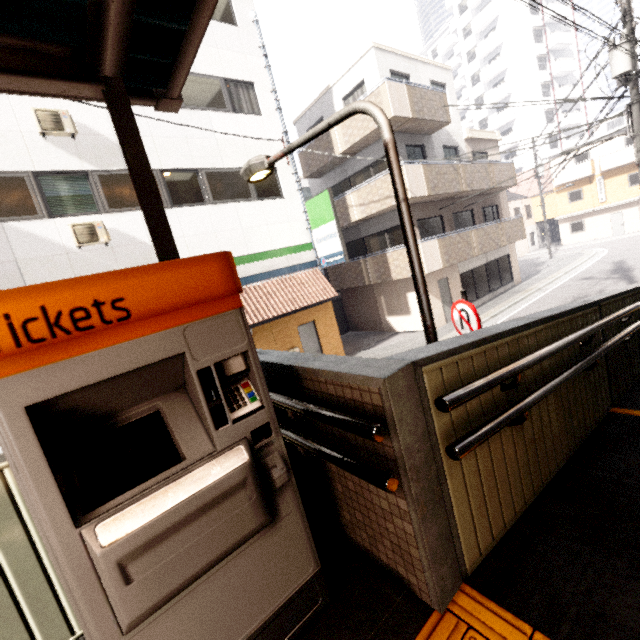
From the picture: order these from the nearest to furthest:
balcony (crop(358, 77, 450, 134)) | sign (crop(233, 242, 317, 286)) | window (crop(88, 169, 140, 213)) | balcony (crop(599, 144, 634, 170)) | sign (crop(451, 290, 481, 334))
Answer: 1. sign (crop(451, 290, 481, 334))
2. window (crop(88, 169, 140, 213))
3. sign (crop(233, 242, 317, 286))
4. balcony (crop(358, 77, 450, 134))
5. balcony (crop(599, 144, 634, 170))

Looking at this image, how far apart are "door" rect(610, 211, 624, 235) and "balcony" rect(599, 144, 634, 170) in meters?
3.9 m

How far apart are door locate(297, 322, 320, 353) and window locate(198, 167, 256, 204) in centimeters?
483cm

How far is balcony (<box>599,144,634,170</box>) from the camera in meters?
27.5 m

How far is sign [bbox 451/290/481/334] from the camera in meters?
4.9

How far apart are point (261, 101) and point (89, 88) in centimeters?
1214cm

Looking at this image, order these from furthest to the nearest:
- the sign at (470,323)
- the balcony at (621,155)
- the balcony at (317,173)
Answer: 1. the balcony at (621,155)
2. the balcony at (317,173)
3. the sign at (470,323)

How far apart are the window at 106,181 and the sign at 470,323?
8.66m
